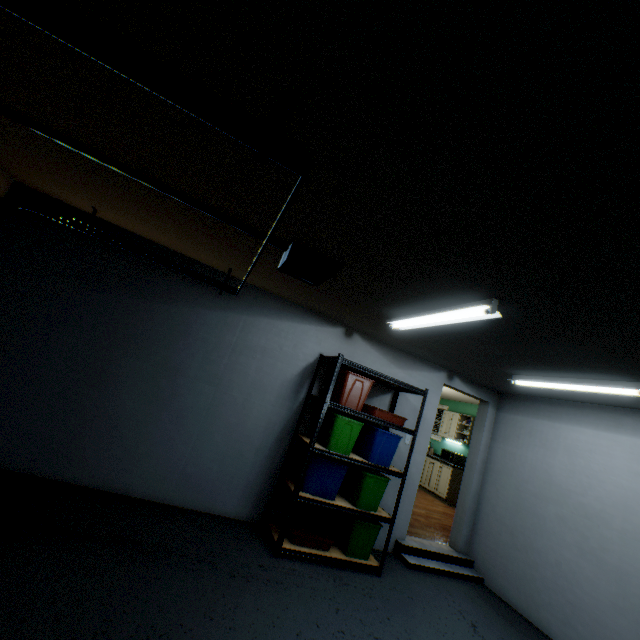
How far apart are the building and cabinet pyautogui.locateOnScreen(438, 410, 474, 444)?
3.77m

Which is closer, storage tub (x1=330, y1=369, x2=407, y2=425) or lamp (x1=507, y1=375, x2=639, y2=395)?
lamp (x1=507, y1=375, x2=639, y2=395)

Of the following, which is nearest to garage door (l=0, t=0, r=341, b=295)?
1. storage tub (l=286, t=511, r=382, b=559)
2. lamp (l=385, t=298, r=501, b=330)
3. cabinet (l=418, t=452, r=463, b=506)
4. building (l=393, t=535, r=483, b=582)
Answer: lamp (l=385, t=298, r=501, b=330)

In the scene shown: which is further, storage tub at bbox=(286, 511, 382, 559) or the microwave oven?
the microwave oven

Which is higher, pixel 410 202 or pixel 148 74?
pixel 410 202

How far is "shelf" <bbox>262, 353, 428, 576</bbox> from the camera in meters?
3.1

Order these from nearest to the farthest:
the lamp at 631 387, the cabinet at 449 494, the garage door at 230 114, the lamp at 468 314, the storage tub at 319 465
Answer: the garage door at 230 114
the lamp at 468 314
the lamp at 631 387
the storage tub at 319 465
the cabinet at 449 494

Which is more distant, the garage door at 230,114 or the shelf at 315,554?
the shelf at 315,554
